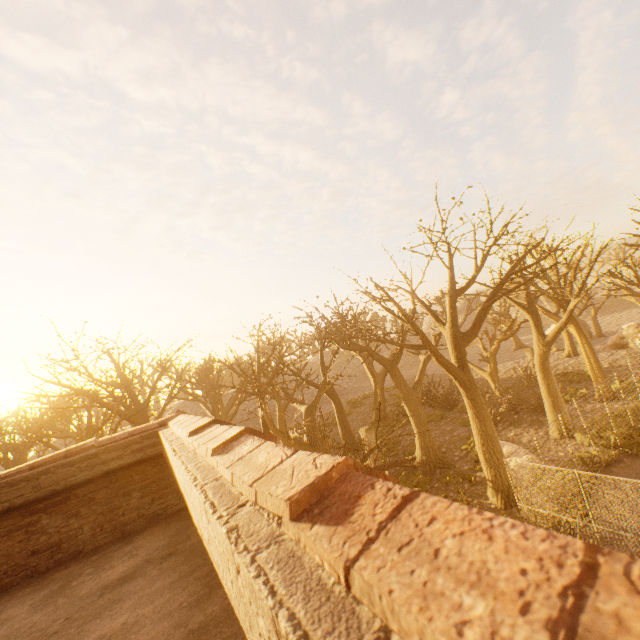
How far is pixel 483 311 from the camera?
12.87m

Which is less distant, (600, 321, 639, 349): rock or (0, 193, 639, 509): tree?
(0, 193, 639, 509): tree

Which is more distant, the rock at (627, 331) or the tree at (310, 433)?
the rock at (627, 331)
